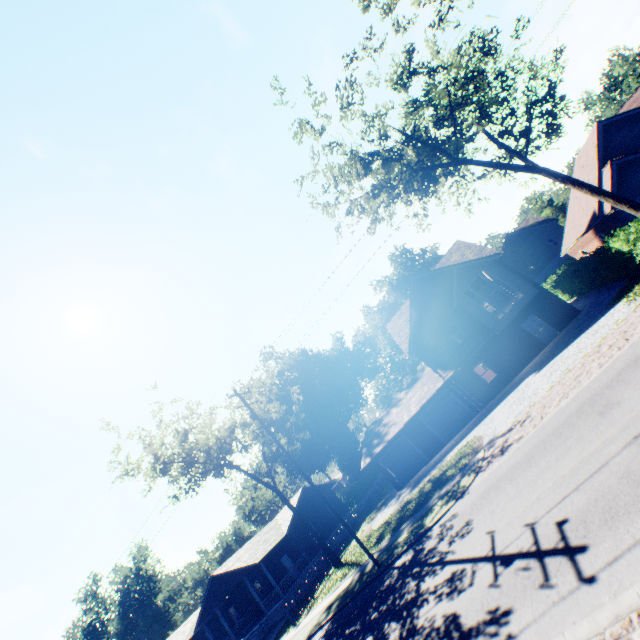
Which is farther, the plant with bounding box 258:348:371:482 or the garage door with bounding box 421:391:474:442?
the plant with bounding box 258:348:371:482

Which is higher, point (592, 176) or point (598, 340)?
point (592, 176)

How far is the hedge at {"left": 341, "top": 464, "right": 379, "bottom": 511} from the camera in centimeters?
4869cm

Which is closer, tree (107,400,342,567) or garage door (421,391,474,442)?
tree (107,400,342,567)

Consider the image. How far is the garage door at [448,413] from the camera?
26.0m

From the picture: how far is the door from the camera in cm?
2373

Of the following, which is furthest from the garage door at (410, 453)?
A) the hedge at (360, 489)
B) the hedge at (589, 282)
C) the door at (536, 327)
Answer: the hedge at (360, 489)

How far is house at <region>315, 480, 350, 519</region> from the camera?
39.2 meters
